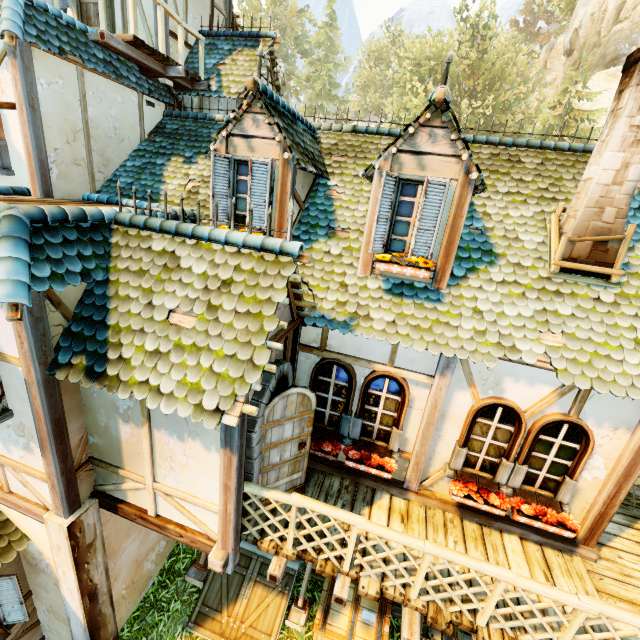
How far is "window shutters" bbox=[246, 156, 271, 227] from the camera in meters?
5.2 m

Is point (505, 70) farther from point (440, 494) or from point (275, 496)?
point (275, 496)

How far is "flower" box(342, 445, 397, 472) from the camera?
5.2 meters

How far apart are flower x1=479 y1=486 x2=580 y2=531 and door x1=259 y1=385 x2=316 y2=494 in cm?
227

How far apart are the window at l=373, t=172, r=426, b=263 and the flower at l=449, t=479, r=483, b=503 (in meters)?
3.41

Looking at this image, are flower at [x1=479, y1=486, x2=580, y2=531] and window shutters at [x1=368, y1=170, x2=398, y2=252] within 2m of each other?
no

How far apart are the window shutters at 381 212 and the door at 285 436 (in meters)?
2.25

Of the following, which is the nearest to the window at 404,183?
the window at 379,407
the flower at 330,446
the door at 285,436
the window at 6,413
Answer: the window at 379,407
